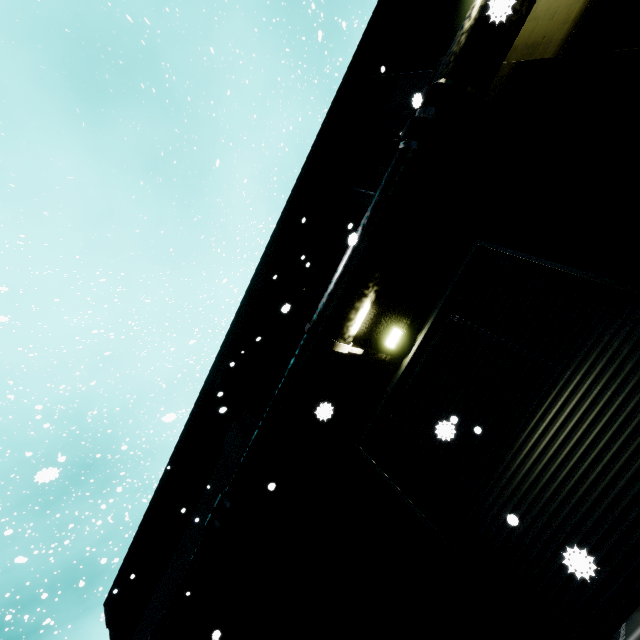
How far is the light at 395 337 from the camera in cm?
695

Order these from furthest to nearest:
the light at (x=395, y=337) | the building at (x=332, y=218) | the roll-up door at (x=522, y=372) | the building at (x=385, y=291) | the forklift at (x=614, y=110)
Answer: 1. the building at (x=332, y=218)
2. the light at (x=395, y=337)
3. the building at (x=385, y=291)
4. the roll-up door at (x=522, y=372)
5. the forklift at (x=614, y=110)

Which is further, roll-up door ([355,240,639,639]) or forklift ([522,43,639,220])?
roll-up door ([355,240,639,639])

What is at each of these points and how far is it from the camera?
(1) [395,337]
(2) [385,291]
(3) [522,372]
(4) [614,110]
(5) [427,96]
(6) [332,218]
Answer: (1) light, 7.0m
(2) building, 7.6m
(3) roll-up door, 5.6m
(4) forklift, 1.1m
(5) pipe, 5.9m
(6) building, 9.4m

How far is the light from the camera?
6.9m

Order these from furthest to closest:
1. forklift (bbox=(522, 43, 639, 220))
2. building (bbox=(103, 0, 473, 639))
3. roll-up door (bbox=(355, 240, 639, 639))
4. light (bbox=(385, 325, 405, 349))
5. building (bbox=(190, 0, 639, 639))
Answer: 1. building (bbox=(103, 0, 473, 639))
2. light (bbox=(385, 325, 405, 349))
3. building (bbox=(190, 0, 639, 639))
4. roll-up door (bbox=(355, 240, 639, 639))
5. forklift (bbox=(522, 43, 639, 220))

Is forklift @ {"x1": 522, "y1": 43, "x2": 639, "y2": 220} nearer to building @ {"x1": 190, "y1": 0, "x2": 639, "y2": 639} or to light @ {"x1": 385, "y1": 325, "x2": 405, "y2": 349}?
building @ {"x1": 190, "y1": 0, "x2": 639, "y2": 639}
